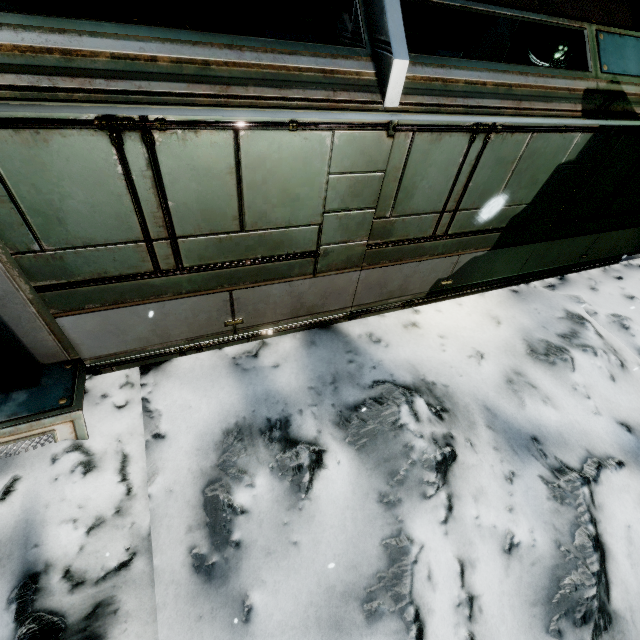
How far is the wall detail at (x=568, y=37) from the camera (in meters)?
7.23

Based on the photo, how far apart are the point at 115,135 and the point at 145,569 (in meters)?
3.91

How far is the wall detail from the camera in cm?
723
